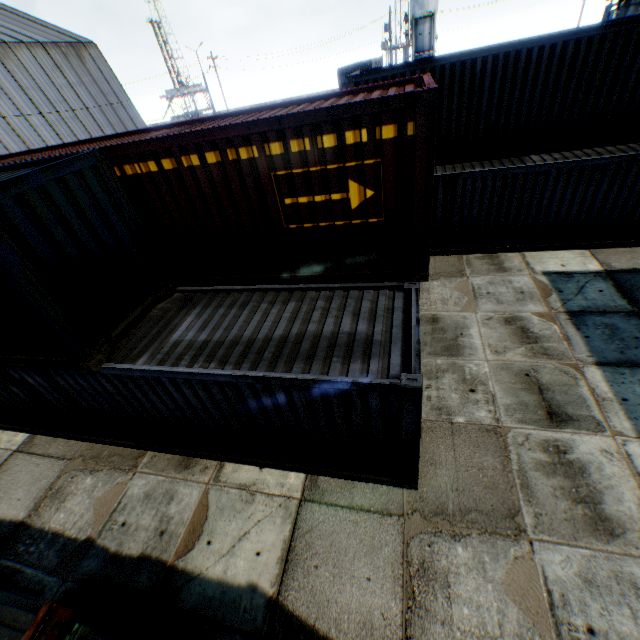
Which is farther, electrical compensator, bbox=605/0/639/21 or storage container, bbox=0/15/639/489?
electrical compensator, bbox=605/0/639/21

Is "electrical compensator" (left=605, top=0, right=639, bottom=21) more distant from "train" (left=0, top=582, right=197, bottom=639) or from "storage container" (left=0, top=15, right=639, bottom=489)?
"train" (left=0, top=582, right=197, bottom=639)

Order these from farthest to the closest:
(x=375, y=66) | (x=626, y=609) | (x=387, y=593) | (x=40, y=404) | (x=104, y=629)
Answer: (x=375, y=66) < (x=40, y=404) < (x=387, y=593) < (x=626, y=609) < (x=104, y=629)

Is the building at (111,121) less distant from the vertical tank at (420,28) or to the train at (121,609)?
the train at (121,609)

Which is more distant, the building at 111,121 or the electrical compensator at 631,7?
the building at 111,121

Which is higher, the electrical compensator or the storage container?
the electrical compensator

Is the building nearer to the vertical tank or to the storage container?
the storage container

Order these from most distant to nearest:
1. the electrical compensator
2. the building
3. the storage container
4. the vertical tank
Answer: the vertical tank, the building, the electrical compensator, the storage container
